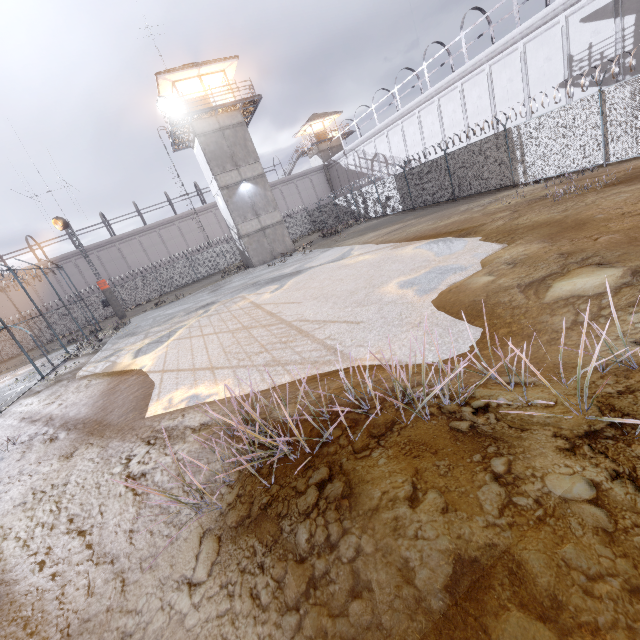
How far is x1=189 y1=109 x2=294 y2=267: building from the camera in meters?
25.0 m

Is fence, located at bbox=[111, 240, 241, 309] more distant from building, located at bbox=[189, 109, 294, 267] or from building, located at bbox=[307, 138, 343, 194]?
building, located at bbox=[307, 138, 343, 194]

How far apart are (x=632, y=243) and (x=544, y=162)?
12.60m

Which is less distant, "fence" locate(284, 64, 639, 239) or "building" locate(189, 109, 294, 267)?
"fence" locate(284, 64, 639, 239)

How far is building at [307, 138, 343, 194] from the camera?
47.06m

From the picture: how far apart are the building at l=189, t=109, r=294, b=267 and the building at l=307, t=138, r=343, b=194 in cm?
2362

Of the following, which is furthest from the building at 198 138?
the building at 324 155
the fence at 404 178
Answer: the building at 324 155
